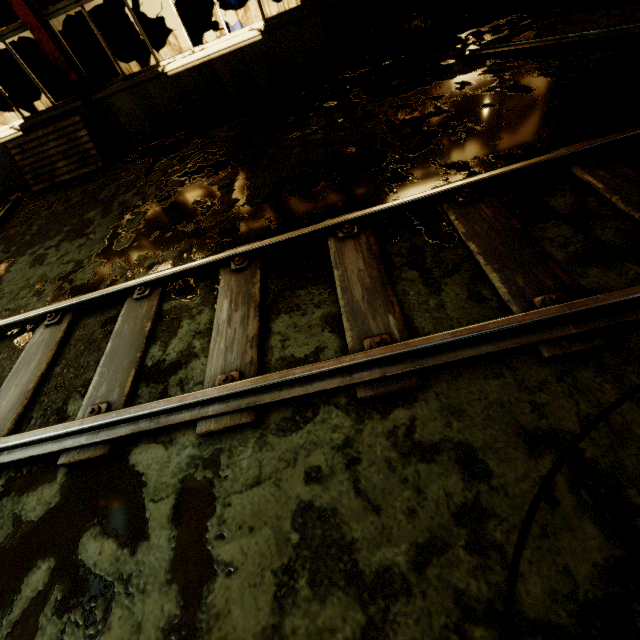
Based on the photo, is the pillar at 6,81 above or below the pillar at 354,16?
above

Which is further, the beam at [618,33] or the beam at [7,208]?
the beam at [7,208]

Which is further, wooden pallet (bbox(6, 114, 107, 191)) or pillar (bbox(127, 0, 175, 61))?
pillar (bbox(127, 0, 175, 61))

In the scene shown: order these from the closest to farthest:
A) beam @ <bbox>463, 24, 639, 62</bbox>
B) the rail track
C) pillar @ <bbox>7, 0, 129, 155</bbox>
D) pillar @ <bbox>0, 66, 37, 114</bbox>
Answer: the rail track
beam @ <bbox>463, 24, 639, 62</bbox>
pillar @ <bbox>7, 0, 129, 155</bbox>
pillar @ <bbox>0, 66, 37, 114</bbox>

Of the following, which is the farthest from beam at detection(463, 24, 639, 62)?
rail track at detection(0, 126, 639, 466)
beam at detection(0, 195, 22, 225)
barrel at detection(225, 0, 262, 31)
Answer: beam at detection(0, 195, 22, 225)

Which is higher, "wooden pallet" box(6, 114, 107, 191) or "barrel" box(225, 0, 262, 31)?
"barrel" box(225, 0, 262, 31)

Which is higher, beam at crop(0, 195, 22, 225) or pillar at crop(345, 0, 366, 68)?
pillar at crop(345, 0, 366, 68)

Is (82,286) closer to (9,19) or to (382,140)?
(382,140)
